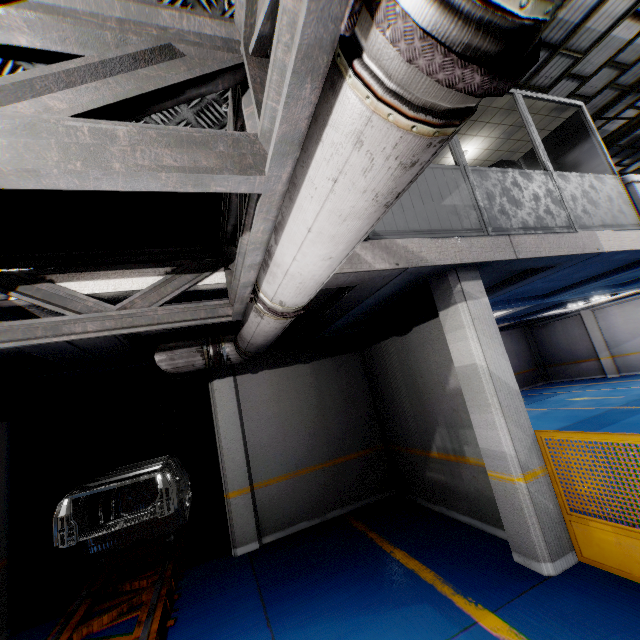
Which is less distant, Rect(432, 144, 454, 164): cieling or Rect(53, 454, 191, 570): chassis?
Rect(53, 454, 191, 570): chassis

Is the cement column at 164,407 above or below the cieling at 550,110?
below

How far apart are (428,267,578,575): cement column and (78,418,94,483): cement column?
10.0 meters

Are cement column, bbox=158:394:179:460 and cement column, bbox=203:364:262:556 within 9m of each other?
yes

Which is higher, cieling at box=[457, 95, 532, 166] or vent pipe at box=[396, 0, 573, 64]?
cieling at box=[457, 95, 532, 166]

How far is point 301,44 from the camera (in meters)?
0.80

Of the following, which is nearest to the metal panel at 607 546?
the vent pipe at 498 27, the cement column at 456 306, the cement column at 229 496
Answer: the cement column at 456 306

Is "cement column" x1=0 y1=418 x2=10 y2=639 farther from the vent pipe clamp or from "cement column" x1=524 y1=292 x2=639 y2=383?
"cement column" x1=524 y1=292 x2=639 y2=383
